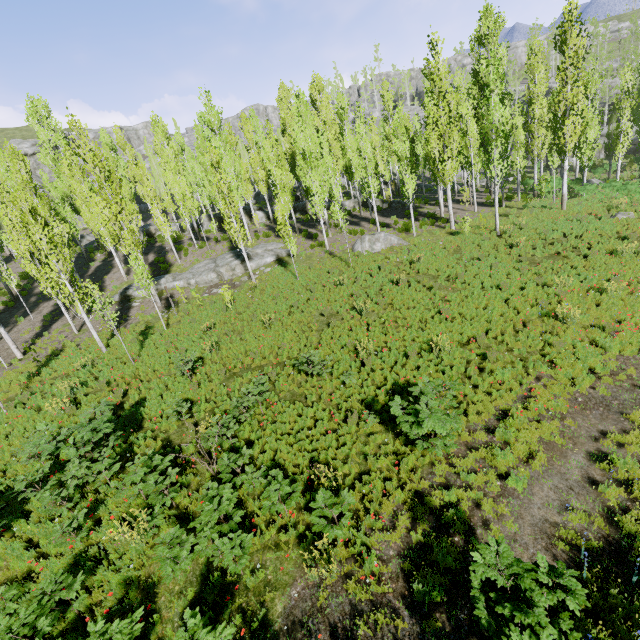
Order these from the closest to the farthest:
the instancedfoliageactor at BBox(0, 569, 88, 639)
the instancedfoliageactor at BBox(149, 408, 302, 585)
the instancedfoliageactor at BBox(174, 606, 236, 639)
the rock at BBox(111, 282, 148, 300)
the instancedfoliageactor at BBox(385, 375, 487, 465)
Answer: Result:
the instancedfoliageactor at BBox(174, 606, 236, 639)
the instancedfoliageactor at BBox(0, 569, 88, 639)
the instancedfoliageactor at BBox(149, 408, 302, 585)
the instancedfoliageactor at BBox(385, 375, 487, 465)
the rock at BBox(111, 282, 148, 300)

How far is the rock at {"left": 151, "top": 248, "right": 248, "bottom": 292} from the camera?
23.9 meters

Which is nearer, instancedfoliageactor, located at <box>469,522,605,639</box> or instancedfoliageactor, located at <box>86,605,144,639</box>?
instancedfoliageactor, located at <box>469,522,605,639</box>

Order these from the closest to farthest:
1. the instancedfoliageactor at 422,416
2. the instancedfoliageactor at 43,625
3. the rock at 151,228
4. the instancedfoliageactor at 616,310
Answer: the instancedfoliageactor at 43,625 → the instancedfoliageactor at 422,416 → the instancedfoliageactor at 616,310 → the rock at 151,228

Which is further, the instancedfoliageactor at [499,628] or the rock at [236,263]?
the rock at [236,263]

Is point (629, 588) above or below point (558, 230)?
below

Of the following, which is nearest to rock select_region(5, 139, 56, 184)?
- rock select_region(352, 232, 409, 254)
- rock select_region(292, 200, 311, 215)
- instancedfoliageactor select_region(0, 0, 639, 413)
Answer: instancedfoliageactor select_region(0, 0, 639, 413)

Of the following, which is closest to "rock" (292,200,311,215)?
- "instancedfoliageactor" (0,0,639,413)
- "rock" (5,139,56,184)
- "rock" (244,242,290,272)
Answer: "instancedfoliageactor" (0,0,639,413)
